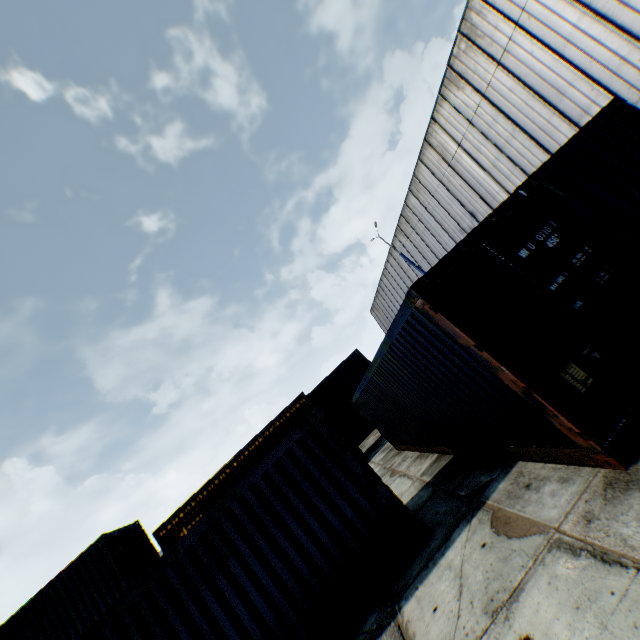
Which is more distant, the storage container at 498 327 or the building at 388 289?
the building at 388 289

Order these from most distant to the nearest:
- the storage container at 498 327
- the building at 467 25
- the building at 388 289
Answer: the building at 388 289 < the building at 467 25 < the storage container at 498 327

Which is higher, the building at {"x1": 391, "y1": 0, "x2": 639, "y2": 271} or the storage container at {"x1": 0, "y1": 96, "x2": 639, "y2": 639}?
the building at {"x1": 391, "y1": 0, "x2": 639, "y2": 271}

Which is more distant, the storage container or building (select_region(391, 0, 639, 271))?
building (select_region(391, 0, 639, 271))

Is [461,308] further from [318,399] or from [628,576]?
[318,399]

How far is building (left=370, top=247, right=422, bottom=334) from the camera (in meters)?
31.62

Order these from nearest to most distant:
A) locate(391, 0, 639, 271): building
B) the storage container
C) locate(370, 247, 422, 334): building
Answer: the storage container, locate(391, 0, 639, 271): building, locate(370, 247, 422, 334): building
